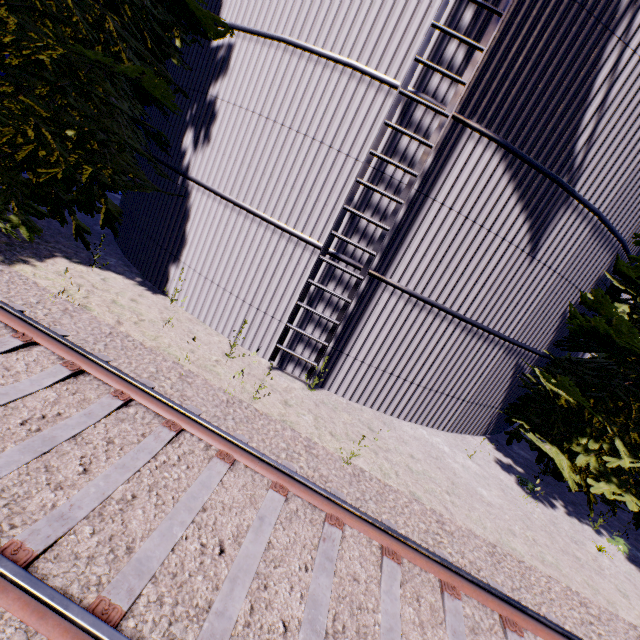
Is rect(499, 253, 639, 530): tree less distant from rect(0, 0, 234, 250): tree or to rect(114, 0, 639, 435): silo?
rect(114, 0, 639, 435): silo

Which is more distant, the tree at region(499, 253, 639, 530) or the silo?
the tree at region(499, 253, 639, 530)

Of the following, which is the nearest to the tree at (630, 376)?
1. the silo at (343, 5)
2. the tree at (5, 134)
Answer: the silo at (343, 5)

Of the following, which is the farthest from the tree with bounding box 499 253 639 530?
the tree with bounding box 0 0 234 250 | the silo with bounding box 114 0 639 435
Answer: the tree with bounding box 0 0 234 250

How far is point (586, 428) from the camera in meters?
7.3 m
